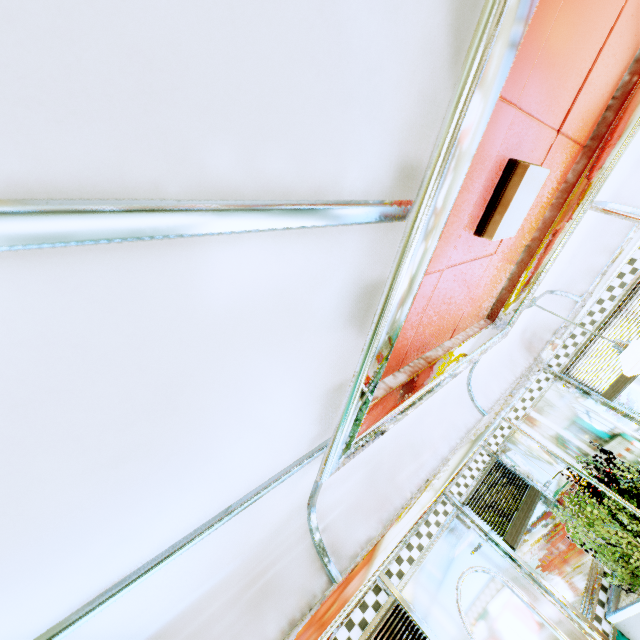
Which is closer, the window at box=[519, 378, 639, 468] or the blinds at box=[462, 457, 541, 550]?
the blinds at box=[462, 457, 541, 550]

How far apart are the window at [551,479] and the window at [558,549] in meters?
0.1

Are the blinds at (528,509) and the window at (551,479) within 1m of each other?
yes

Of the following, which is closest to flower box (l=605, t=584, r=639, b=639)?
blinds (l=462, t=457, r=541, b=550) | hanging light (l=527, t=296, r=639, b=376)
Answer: blinds (l=462, t=457, r=541, b=550)

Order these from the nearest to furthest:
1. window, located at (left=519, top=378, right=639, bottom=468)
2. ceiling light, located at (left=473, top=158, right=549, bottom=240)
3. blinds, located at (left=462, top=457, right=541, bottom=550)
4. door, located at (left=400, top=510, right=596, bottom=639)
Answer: ceiling light, located at (left=473, top=158, right=549, bottom=240) → door, located at (left=400, top=510, right=596, bottom=639) → blinds, located at (left=462, top=457, right=541, bottom=550) → window, located at (left=519, top=378, right=639, bottom=468)

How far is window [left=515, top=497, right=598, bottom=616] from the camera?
3.0m

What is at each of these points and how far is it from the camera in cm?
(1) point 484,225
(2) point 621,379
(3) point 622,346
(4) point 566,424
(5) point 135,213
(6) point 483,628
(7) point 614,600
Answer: (1) ceiling light, 152
(2) blinds, 368
(3) hanging light, 284
(4) window, 415
(5) trim, 40
(6) door, 257
(7) flower box, 286

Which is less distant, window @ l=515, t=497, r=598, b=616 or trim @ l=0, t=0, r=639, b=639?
trim @ l=0, t=0, r=639, b=639
